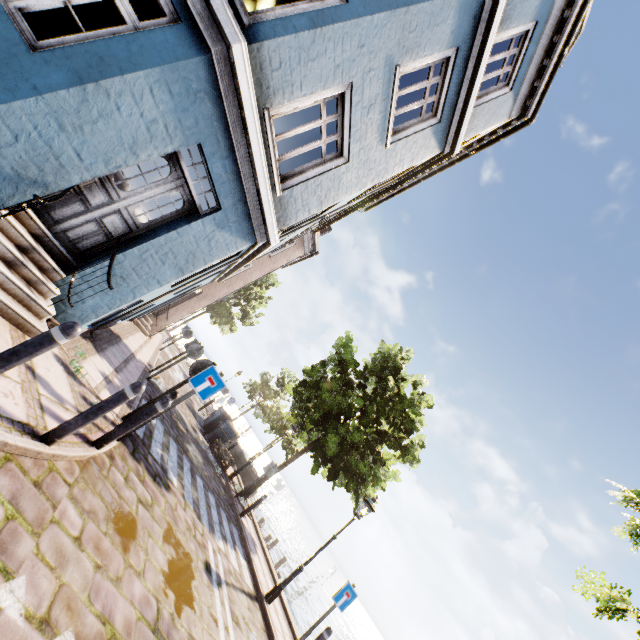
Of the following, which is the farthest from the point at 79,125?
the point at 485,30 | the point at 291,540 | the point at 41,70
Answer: the point at 291,540

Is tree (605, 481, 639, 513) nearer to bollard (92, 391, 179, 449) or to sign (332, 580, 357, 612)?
sign (332, 580, 357, 612)

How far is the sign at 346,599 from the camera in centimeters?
708cm

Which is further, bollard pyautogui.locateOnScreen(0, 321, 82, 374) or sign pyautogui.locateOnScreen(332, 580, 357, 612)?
sign pyautogui.locateOnScreen(332, 580, 357, 612)

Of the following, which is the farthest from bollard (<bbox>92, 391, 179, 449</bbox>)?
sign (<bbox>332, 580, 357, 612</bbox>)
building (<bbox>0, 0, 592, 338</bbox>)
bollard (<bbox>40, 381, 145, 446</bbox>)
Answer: sign (<bbox>332, 580, 357, 612</bbox>)

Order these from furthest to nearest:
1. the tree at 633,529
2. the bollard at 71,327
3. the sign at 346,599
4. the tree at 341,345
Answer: the tree at 341,345 → the sign at 346,599 → the tree at 633,529 → the bollard at 71,327

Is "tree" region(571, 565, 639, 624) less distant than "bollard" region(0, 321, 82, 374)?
No

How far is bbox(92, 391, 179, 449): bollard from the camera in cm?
458
